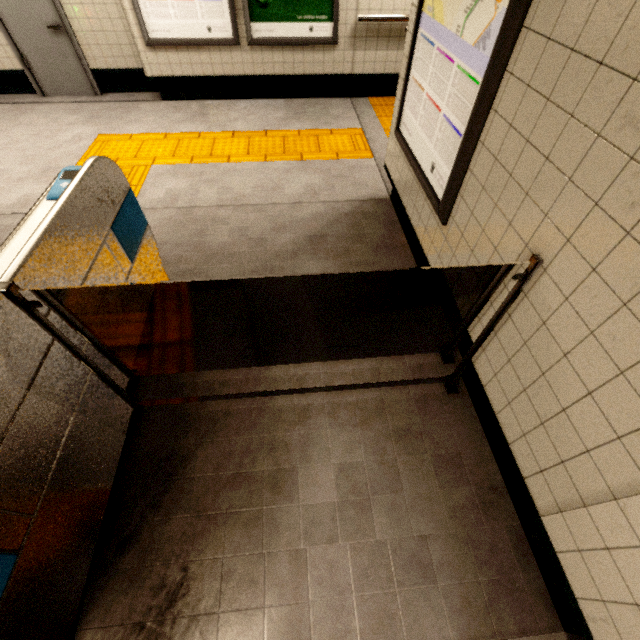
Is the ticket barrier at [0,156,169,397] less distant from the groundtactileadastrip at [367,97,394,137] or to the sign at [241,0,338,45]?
the groundtactileadastrip at [367,97,394,137]

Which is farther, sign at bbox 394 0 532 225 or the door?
the door

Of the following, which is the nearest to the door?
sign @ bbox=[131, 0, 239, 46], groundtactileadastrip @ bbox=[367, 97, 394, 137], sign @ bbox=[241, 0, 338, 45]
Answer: sign @ bbox=[131, 0, 239, 46]

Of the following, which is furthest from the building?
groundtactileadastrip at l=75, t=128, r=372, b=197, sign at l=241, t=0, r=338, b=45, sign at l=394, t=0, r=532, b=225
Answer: sign at l=241, t=0, r=338, b=45

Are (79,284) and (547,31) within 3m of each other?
yes

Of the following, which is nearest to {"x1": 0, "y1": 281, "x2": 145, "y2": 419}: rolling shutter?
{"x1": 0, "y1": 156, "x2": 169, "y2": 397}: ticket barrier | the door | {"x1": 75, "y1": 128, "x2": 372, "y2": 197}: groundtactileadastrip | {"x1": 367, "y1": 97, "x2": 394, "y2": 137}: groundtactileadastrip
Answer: {"x1": 0, "y1": 156, "x2": 169, "y2": 397}: ticket barrier

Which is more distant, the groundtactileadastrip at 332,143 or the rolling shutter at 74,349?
the groundtactileadastrip at 332,143

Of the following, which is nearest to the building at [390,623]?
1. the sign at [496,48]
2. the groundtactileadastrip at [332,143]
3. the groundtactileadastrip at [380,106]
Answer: the groundtactileadastrip at [332,143]
